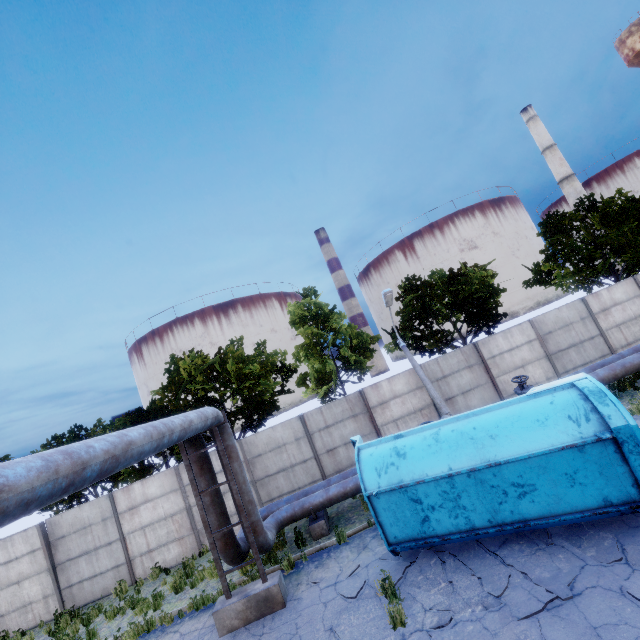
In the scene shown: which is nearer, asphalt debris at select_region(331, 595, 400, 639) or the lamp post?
asphalt debris at select_region(331, 595, 400, 639)

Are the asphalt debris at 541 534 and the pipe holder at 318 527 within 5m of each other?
no

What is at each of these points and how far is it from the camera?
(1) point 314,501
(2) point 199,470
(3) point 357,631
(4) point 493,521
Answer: (1) pipe, 10.91m
(2) pipe, 9.23m
(3) asphalt debris, 6.37m
(4) truck dump body, 6.79m

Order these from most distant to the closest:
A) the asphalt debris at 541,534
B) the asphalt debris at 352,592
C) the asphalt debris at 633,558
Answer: the asphalt debris at 352,592 < the asphalt debris at 541,534 < the asphalt debris at 633,558

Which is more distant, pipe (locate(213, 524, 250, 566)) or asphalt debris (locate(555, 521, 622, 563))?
pipe (locate(213, 524, 250, 566))

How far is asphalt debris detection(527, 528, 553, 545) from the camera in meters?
6.7 m

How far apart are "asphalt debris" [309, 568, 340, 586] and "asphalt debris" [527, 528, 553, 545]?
4.15m

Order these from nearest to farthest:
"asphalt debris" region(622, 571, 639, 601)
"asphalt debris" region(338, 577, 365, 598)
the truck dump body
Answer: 1. "asphalt debris" region(622, 571, 639, 601)
2. the truck dump body
3. "asphalt debris" region(338, 577, 365, 598)
